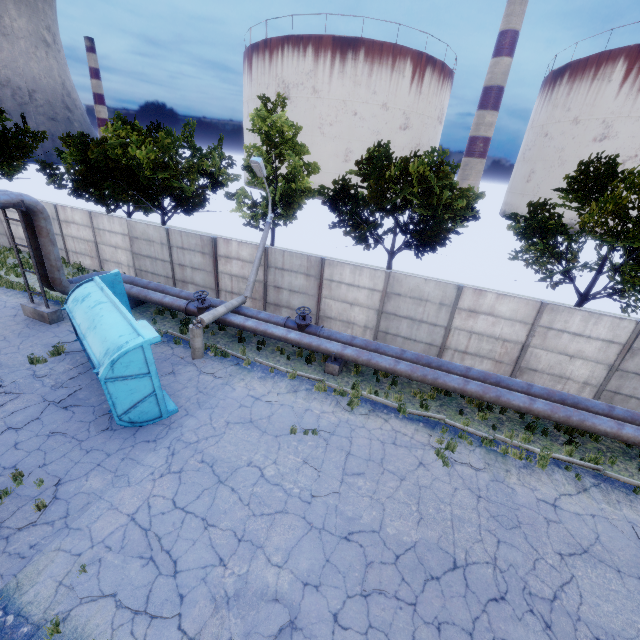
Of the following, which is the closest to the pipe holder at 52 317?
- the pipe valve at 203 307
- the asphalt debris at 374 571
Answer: the pipe valve at 203 307

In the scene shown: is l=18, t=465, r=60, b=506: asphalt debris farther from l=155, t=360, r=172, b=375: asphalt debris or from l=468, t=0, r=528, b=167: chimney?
l=468, t=0, r=528, b=167: chimney

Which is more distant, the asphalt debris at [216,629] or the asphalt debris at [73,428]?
the asphalt debris at [73,428]

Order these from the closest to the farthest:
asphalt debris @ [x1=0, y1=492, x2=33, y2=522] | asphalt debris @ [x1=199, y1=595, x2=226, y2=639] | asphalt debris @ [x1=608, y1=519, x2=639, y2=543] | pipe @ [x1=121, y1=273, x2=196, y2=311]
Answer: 1. asphalt debris @ [x1=199, y1=595, x2=226, y2=639]
2. asphalt debris @ [x1=0, y1=492, x2=33, y2=522]
3. asphalt debris @ [x1=608, y1=519, x2=639, y2=543]
4. pipe @ [x1=121, y1=273, x2=196, y2=311]

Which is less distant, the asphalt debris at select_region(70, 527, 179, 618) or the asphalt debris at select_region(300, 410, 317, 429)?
the asphalt debris at select_region(70, 527, 179, 618)

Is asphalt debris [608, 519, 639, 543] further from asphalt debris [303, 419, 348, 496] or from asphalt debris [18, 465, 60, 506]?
asphalt debris [18, 465, 60, 506]

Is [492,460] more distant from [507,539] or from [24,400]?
[24,400]

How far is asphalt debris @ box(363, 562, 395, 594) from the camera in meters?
6.3 m
